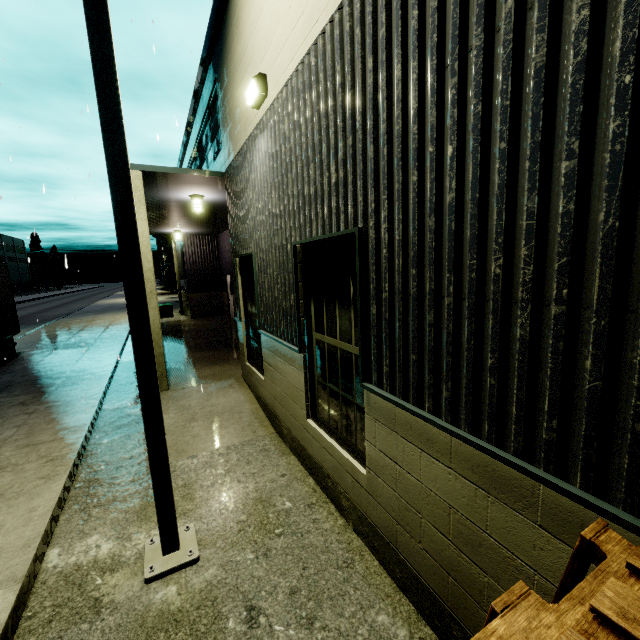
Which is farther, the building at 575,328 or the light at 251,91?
the light at 251,91

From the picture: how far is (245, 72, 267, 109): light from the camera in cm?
450

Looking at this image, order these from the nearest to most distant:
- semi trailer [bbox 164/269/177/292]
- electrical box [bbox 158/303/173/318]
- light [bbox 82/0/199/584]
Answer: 1. light [bbox 82/0/199/584]
2. electrical box [bbox 158/303/173/318]
3. semi trailer [bbox 164/269/177/292]

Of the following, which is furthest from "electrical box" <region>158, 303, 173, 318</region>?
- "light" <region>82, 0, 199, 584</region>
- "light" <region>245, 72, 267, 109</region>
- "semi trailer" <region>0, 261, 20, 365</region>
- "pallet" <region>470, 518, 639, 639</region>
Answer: "pallet" <region>470, 518, 639, 639</region>

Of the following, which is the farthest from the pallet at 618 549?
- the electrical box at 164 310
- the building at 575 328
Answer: the electrical box at 164 310

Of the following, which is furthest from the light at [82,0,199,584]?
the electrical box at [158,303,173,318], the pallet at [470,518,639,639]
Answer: the electrical box at [158,303,173,318]

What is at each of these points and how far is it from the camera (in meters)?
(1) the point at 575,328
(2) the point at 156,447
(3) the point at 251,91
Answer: (1) building, 1.52
(2) light, 3.27
(3) light, 4.61

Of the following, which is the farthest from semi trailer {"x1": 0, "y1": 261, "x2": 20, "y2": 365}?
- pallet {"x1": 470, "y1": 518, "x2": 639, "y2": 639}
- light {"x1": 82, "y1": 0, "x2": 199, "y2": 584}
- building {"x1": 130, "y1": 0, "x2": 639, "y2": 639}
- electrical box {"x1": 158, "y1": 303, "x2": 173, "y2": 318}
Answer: electrical box {"x1": 158, "y1": 303, "x2": 173, "y2": 318}
